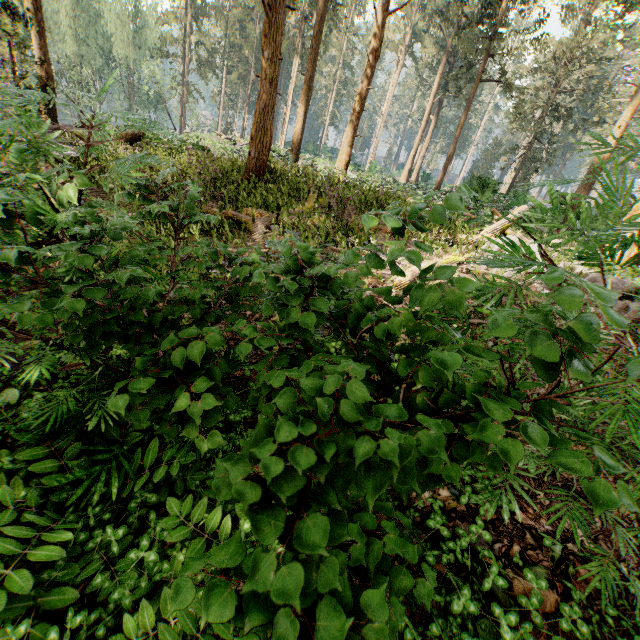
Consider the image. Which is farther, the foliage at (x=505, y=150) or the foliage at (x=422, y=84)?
the foliage at (x=505, y=150)

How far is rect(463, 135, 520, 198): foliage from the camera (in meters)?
20.55

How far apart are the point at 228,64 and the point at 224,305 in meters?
68.1

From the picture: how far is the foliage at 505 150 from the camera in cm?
2055

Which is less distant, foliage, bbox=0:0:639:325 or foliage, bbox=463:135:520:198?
foliage, bbox=0:0:639:325
